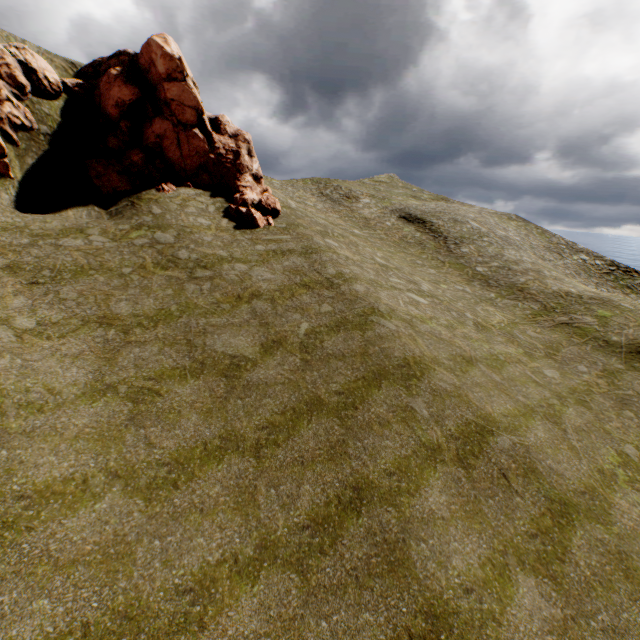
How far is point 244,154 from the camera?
22.80m

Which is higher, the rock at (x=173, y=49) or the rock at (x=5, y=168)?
the rock at (x=5, y=168)

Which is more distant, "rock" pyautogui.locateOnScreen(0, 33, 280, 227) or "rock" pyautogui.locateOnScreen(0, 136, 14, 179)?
"rock" pyautogui.locateOnScreen(0, 33, 280, 227)

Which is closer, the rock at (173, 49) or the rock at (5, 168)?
the rock at (5, 168)

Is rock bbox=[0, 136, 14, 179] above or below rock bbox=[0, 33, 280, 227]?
above
